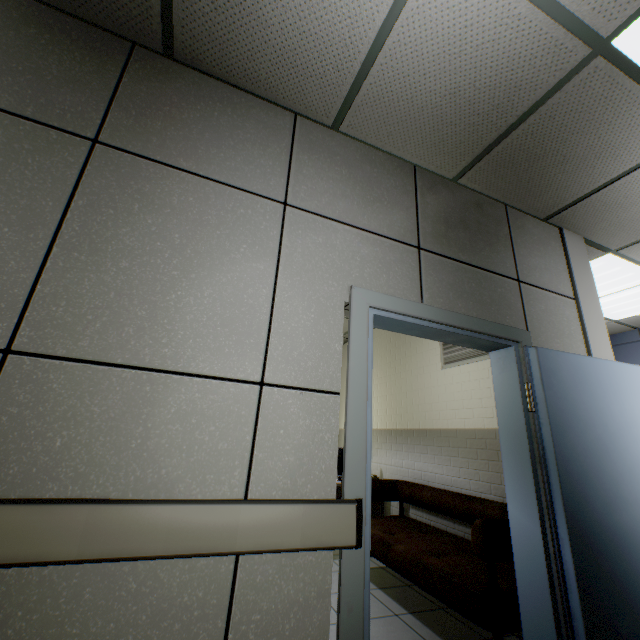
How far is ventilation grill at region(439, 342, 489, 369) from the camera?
3.5m

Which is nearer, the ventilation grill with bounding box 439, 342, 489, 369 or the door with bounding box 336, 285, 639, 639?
the door with bounding box 336, 285, 639, 639

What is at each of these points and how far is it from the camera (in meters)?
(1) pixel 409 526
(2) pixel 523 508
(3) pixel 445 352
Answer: (1) sofa, 3.55
(2) door, 1.90
(3) ventilation grill, 3.95

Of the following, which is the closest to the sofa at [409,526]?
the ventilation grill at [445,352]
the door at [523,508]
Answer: the door at [523,508]

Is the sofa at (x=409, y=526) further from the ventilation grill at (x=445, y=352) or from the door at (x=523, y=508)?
the ventilation grill at (x=445, y=352)

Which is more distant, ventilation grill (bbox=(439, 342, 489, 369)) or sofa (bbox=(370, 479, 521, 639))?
ventilation grill (bbox=(439, 342, 489, 369))

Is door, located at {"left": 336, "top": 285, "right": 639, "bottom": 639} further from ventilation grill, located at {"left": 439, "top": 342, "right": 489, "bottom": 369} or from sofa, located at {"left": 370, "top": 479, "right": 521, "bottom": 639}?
ventilation grill, located at {"left": 439, "top": 342, "right": 489, "bottom": 369}

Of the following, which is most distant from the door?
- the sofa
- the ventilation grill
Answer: the ventilation grill
